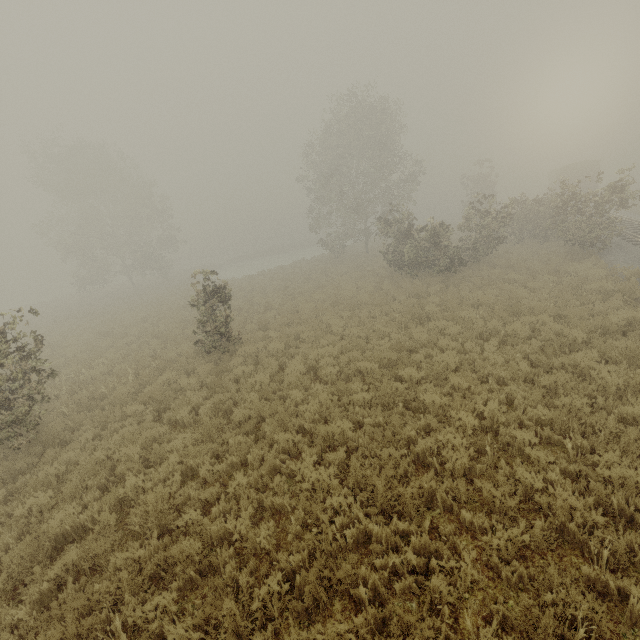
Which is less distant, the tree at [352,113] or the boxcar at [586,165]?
the tree at [352,113]

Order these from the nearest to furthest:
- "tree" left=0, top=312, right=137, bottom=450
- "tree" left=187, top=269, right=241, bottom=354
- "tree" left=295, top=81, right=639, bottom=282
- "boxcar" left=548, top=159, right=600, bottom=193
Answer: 1. "tree" left=0, top=312, right=137, bottom=450
2. "tree" left=187, top=269, right=241, bottom=354
3. "tree" left=295, top=81, right=639, bottom=282
4. "boxcar" left=548, top=159, right=600, bottom=193

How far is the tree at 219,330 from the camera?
12.24m

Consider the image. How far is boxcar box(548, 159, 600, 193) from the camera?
35.12m

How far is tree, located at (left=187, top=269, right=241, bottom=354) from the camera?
12.2m

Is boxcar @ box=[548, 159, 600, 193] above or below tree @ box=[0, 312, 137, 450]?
above

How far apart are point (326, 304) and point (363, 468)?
11.3 meters

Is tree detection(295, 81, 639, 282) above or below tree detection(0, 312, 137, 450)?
above
